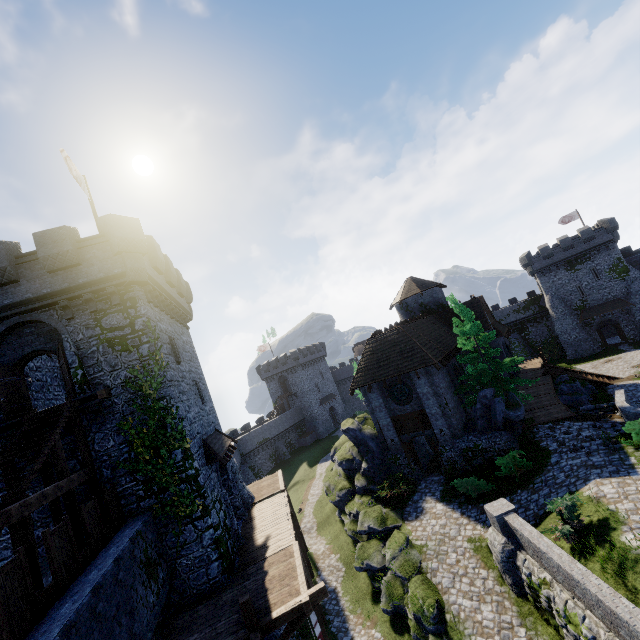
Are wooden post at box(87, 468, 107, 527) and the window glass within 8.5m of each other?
no

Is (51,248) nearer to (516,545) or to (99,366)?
(99,366)

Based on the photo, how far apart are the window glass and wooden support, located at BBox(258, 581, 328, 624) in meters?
A: 14.3 m

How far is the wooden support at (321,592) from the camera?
10.5 meters

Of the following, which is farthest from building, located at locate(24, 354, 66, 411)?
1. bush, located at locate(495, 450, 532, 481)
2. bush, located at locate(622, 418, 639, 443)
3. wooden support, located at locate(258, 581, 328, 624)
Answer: bush, located at locate(622, 418, 639, 443)

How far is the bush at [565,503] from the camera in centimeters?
1169cm

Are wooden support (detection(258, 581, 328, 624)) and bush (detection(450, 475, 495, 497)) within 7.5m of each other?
no

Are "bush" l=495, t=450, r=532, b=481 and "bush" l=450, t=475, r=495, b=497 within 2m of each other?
yes
